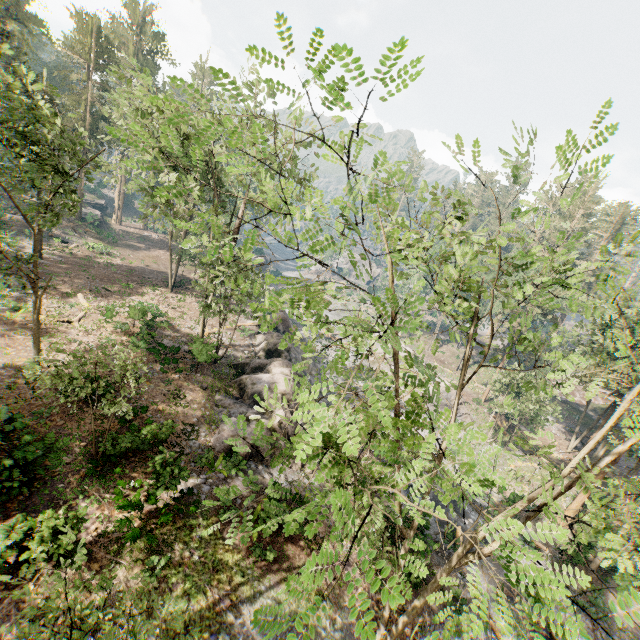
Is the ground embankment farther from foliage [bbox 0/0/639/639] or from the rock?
the rock

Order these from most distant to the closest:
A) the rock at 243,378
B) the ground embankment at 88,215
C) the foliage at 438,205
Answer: the ground embankment at 88,215, the rock at 243,378, the foliage at 438,205

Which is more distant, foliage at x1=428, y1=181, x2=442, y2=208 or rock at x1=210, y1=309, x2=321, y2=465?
rock at x1=210, y1=309, x2=321, y2=465

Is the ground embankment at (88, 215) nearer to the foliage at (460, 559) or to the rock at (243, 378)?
the foliage at (460, 559)

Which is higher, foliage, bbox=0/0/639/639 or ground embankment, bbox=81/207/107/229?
foliage, bbox=0/0/639/639

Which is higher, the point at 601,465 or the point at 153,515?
the point at 601,465

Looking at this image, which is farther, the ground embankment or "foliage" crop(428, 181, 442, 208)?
the ground embankment
